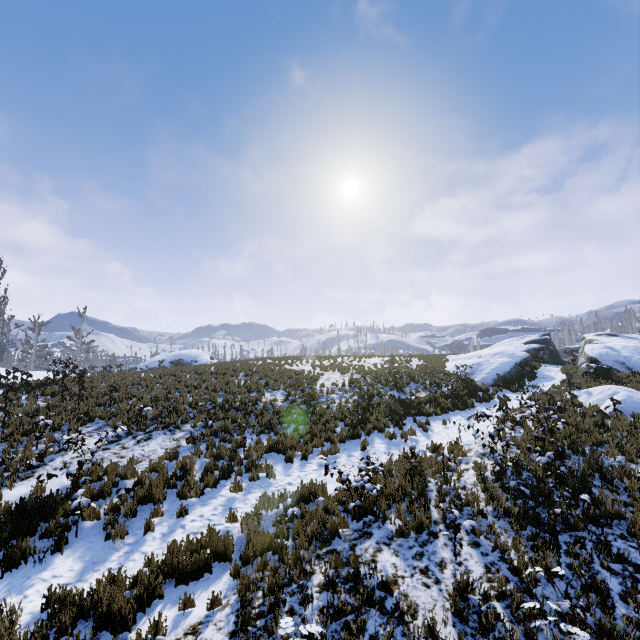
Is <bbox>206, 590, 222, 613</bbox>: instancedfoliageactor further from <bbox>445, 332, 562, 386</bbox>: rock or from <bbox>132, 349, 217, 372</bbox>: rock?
<bbox>132, 349, 217, 372</bbox>: rock

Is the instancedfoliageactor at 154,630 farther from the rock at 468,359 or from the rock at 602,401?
the rock at 468,359

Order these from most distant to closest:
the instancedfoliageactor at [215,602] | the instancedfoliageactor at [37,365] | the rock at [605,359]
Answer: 1. the rock at [605,359]
2. the instancedfoliageactor at [37,365]
3. the instancedfoliageactor at [215,602]

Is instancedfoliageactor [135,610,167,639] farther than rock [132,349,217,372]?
No

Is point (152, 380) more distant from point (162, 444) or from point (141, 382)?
point (162, 444)

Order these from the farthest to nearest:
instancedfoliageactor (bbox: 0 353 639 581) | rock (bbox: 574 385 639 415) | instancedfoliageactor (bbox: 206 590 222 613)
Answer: rock (bbox: 574 385 639 415) → instancedfoliageactor (bbox: 0 353 639 581) → instancedfoliageactor (bbox: 206 590 222 613)

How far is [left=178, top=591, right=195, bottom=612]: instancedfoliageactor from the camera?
5.1 meters
